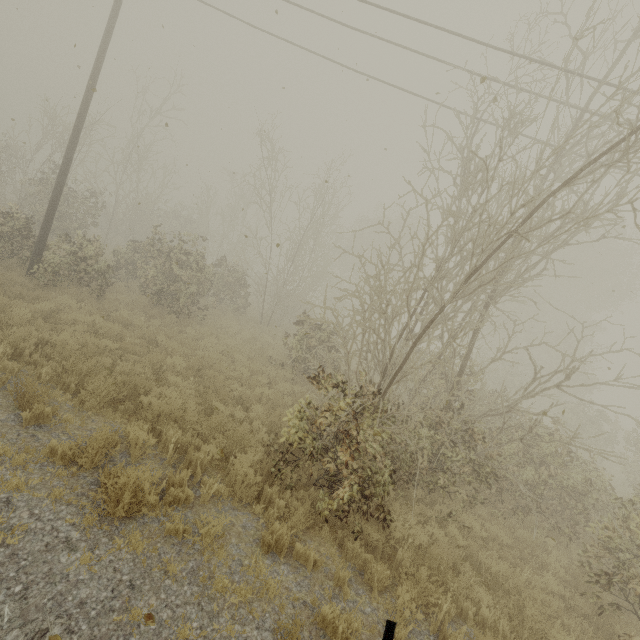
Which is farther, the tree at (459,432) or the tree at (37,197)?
the tree at (37,197)

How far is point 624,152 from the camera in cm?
482

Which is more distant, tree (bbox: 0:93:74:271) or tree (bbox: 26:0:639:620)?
tree (bbox: 0:93:74:271)
